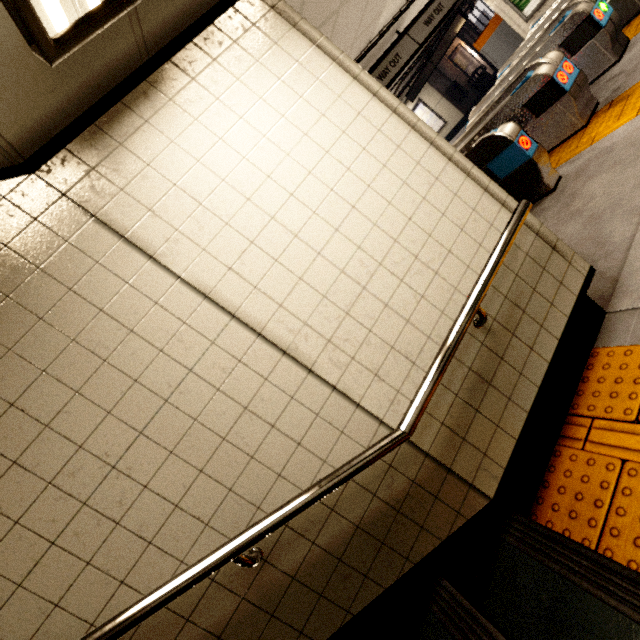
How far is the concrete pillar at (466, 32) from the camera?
15.38m

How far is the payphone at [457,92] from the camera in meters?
14.4 m

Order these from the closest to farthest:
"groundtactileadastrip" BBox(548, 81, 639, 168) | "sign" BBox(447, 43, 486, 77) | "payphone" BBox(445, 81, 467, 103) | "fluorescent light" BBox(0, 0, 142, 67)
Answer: "fluorescent light" BBox(0, 0, 142, 67), "groundtactileadastrip" BBox(548, 81, 639, 168), "payphone" BBox(445, 81, 467, 103), "sign" BBox(447, 43, 486, 77)

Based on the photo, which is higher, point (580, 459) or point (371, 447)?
point (371, 447)

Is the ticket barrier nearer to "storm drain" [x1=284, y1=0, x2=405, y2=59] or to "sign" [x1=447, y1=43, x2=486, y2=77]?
"storm drain" [x1=284, y1=0, x2=405, y2=59]

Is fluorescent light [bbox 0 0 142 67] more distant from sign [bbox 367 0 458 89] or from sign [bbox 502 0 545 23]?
sign [bbox 502 0 545 23]

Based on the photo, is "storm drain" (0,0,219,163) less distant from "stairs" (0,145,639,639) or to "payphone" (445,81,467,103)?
"stairs" (0,145,639,639)

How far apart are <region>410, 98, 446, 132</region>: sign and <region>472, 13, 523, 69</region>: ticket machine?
6.9m
